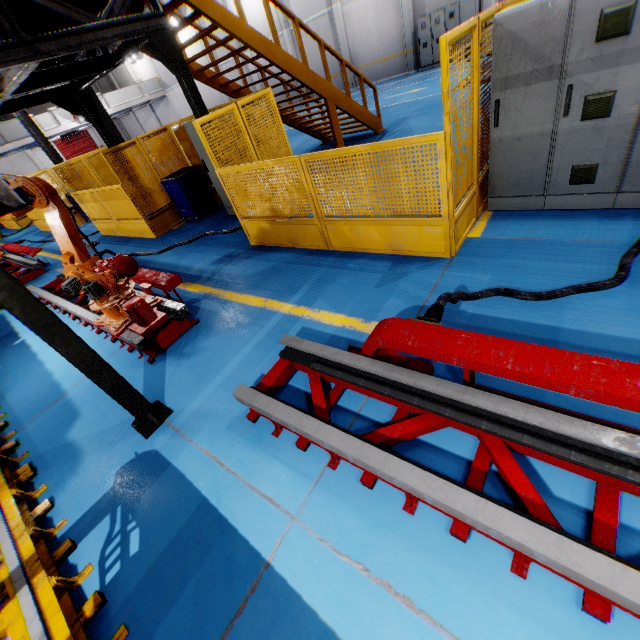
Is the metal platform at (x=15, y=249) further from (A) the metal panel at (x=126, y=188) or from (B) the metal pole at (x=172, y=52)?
(B) the metal pole at (x=172, y=52)

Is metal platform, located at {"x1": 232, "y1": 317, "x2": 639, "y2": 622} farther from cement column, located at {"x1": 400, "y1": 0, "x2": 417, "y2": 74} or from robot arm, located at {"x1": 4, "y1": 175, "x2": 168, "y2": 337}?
cement column, located at {"x1": 400, "y1": 0, "x2": 417, "y2": 74}

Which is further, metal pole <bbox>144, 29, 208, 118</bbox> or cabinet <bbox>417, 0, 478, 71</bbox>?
cabinet <bbox>417, 0, 478, 71</bbox>

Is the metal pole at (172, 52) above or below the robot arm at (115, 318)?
above

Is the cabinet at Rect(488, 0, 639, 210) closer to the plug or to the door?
the plug

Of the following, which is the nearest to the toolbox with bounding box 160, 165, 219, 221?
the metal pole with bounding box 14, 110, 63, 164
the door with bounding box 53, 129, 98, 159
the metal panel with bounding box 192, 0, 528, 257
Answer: the metal panel with bounding box 192, 0, 528, 257

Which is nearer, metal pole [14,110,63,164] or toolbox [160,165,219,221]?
toolbox [160,165,219,221]

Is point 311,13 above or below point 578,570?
above
